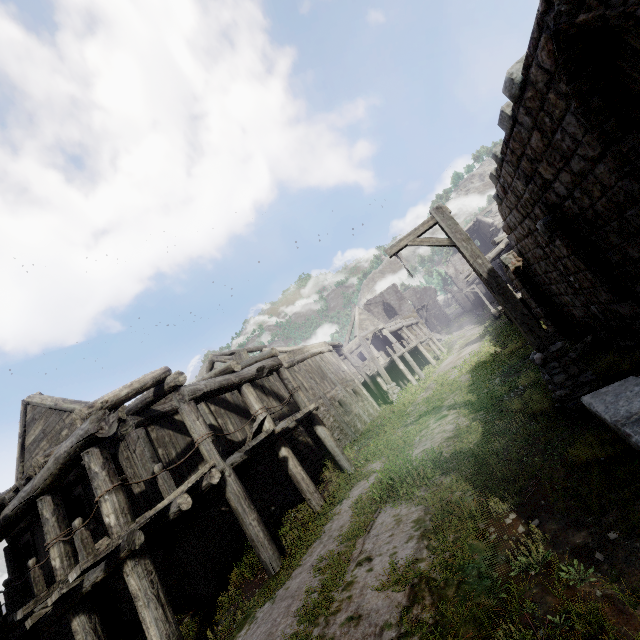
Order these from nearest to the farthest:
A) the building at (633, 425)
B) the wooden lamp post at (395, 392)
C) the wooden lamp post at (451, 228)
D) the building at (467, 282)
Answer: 1. the building at (633, 425)
2. the wooden lamp post at (451, 228)
3. the wooden lamp post at (395, 392)
4. the building at (467, 282)

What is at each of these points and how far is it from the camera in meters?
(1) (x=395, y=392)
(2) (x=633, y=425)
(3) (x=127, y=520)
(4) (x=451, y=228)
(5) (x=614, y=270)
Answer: (1) wooden lamp post, 19.9 m
(2) building, 3.5 m
(3) building, 5.9 m
(4) wooden lamp post, 6.7 m
(5) building, 6.4 m

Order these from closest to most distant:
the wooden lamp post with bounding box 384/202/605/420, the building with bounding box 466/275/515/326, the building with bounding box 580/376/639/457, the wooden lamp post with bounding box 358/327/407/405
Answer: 1. the building with bounding box 580/376/639/457
2. the wooden lamp post with bounding box 384/202/605/420
3. the wooden lamp post with bounding box 358/327/407/405
4. the building with bounding box 466/275/515/326

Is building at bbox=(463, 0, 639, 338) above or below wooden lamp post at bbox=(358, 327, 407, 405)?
above

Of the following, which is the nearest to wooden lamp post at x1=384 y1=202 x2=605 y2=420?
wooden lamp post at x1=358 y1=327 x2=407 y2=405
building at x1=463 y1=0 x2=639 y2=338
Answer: building at x1=463 y1=0 x2=639 y2=338

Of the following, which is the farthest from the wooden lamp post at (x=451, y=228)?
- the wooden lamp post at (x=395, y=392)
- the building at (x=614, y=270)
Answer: the wooden lamp post at (x=395, y=392)

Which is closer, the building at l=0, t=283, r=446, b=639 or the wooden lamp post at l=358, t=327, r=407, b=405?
the building at l=0, t=283, r=446, b=639
